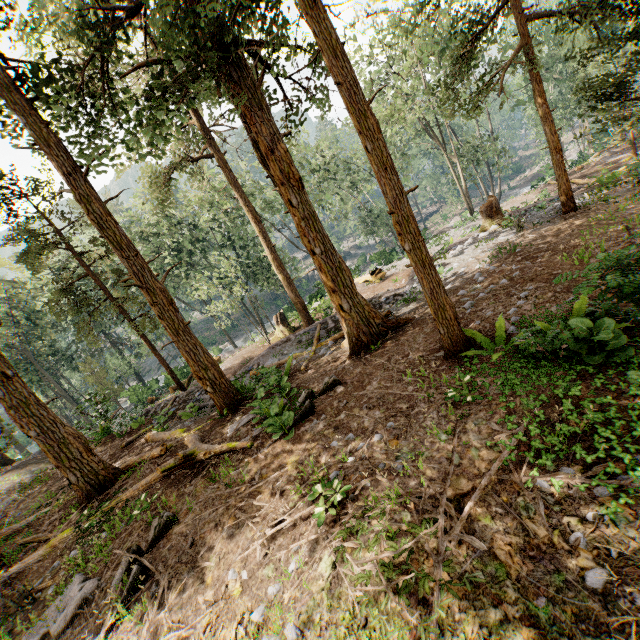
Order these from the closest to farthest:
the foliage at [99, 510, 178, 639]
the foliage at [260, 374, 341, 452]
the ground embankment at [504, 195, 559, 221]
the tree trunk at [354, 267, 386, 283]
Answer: the foliage at [99, 510, 178, 639] < the foliage at [260, 374, 341, 452] < the ground embankment at [504, 195, 559, 221] < the tree trunk at [354, 267, 386, 283]

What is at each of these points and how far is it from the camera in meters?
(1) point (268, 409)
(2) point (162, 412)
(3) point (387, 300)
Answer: (1) foliage, 9.2 m
(2) ground embankment, 15.2 m
(3) ground embankment, 15.9 m

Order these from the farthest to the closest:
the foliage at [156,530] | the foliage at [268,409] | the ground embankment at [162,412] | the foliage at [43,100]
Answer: the ground embankment at [162,412], the foliage at [268,409], the foliage at [43,100], the foliage at [156,530]

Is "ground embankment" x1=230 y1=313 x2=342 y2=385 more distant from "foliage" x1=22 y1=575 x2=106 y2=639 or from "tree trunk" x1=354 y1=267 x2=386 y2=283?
"tree trunk" x1=354 y1=267 x2=386 y2=283

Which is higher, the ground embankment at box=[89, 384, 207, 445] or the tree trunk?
the ground embankment at box=[89, 384, 207, 445]

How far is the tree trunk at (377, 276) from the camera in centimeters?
2524cm

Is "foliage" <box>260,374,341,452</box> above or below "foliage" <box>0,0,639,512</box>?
below
